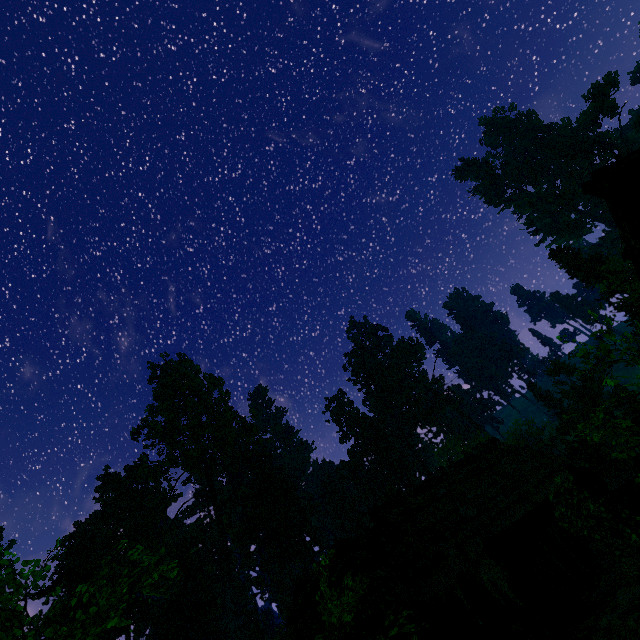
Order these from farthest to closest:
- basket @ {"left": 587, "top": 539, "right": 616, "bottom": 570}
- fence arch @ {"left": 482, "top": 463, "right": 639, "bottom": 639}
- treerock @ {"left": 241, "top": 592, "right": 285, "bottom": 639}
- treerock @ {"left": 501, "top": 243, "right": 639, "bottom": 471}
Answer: basket @ {"left": 587, "top": 539, "right": 616, "bottom": 570}
treerock @ {"left": 241, "top": 592, "right": 285, "bottom": 639}
treerock @ {"left": 501, "top": 243, "right": 639, "bottom": 471}
fence arch @ {"left": 482, "top": 463, "right": 639, "bottom": 639}

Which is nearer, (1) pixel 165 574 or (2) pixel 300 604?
(2) pixel 300 604

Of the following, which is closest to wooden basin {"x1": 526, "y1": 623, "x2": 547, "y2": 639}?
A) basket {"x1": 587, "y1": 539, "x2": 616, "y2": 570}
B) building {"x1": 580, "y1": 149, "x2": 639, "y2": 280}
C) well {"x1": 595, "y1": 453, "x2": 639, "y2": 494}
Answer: building {"x1": 580, "y1": 149, "x2": 639, "y2": 280}

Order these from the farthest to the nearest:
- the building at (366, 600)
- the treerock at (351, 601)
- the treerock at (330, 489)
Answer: the treerock at (330, 489), the building at (366, 600), the treerock at (351, 601)

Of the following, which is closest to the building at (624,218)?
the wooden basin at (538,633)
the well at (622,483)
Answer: the wooden basin at (538,633)

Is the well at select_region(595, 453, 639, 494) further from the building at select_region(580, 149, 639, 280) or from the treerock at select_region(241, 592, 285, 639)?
the treerock at select_region(241, 592, 285, 639)

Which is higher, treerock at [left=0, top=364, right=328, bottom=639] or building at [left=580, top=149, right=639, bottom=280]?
treerock at [left=0, top=364, right=328, bottom=639]

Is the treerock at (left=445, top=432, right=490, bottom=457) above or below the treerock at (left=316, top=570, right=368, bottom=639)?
above
